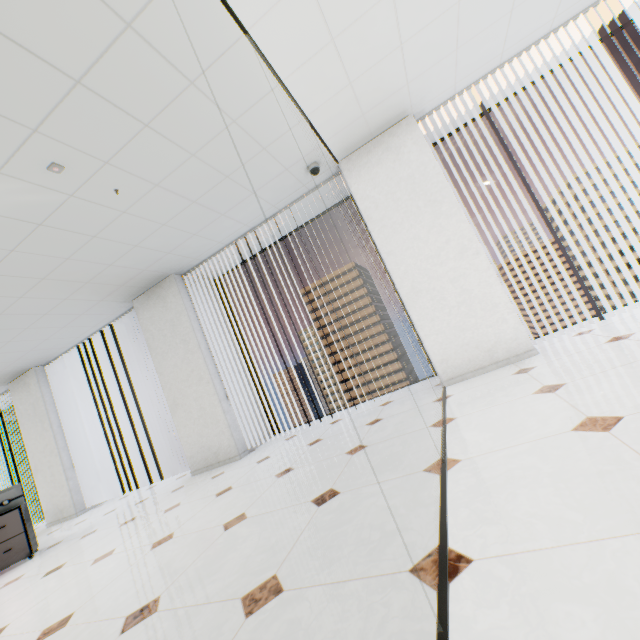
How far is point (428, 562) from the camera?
1.1 meters

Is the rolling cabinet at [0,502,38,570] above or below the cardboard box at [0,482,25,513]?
below

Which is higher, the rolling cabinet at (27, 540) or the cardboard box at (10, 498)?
the cardboard box at (10, 498)
